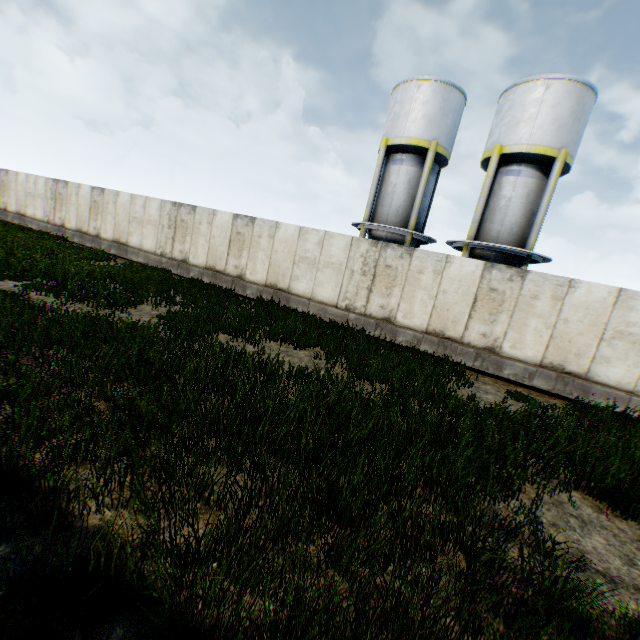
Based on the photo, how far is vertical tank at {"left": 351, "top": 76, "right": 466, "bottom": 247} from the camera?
16.55m

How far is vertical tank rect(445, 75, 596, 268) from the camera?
14.3m

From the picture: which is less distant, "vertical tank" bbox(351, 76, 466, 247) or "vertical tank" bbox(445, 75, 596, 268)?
"vertical tank" bbox(445, 75, 596, 268)

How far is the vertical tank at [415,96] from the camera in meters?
16.5

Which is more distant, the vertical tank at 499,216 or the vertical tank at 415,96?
the vertical tank at 415,96

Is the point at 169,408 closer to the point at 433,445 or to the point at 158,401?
the point at 158,401
